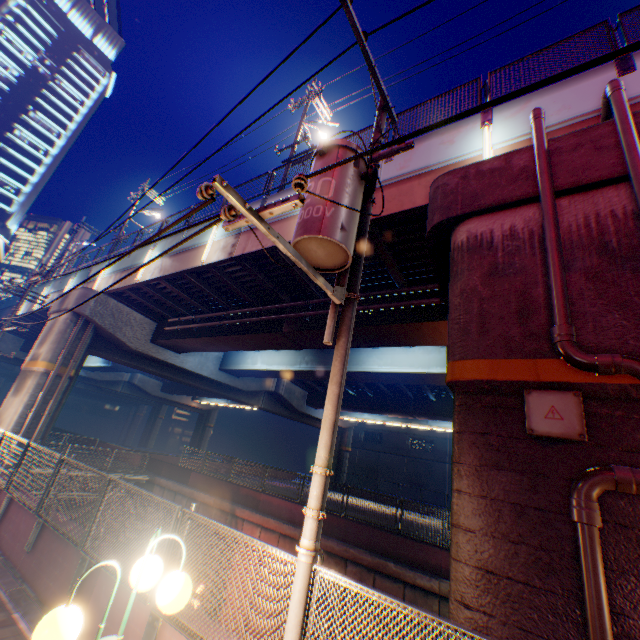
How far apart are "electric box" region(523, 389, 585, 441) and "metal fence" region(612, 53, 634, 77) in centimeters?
683cm

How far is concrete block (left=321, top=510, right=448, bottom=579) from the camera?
11.6m

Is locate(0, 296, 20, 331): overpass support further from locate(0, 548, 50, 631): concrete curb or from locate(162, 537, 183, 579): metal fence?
locate(0, 548, 50, 631): concrete curb

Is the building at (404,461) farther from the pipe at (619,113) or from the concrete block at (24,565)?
the concrete block at (24,565)

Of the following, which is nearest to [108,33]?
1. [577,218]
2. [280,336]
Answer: [280,336]

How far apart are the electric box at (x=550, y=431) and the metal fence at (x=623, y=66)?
6.83m

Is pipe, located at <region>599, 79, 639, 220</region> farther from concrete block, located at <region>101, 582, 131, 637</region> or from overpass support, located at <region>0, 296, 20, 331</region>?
concrete block, located at <region>101, 582, 131, 637</region>

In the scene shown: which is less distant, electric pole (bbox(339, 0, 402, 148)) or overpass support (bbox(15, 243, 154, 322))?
electric pole (bbox(339, 0, 402, 148))
